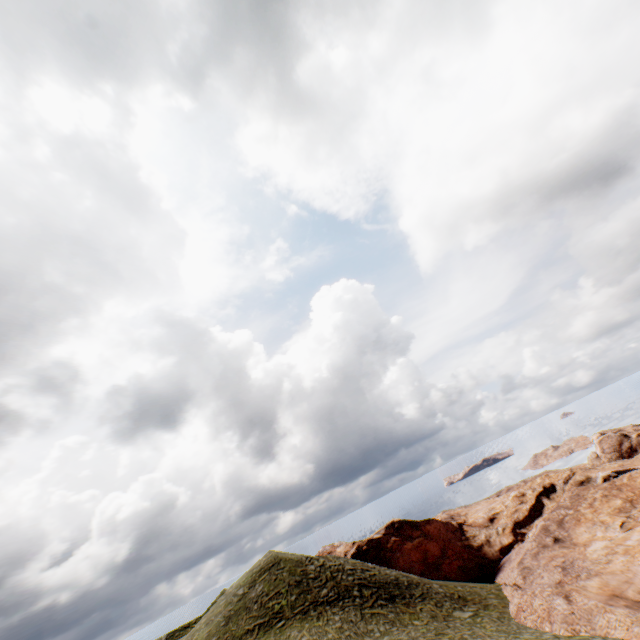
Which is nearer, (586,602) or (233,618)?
(586,602)
